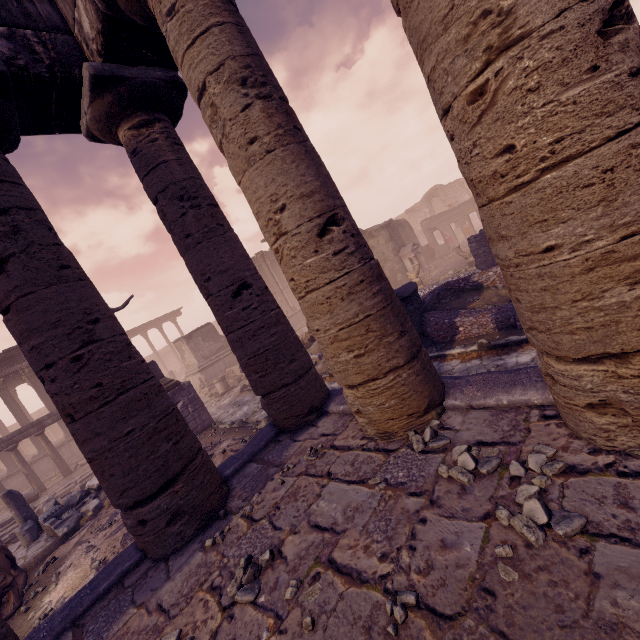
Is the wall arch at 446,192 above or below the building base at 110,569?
above

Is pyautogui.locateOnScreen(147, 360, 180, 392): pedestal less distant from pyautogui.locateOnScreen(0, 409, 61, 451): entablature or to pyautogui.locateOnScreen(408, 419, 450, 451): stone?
pyautogui.locateOnScreen(0, 409, 61, 451): entablature

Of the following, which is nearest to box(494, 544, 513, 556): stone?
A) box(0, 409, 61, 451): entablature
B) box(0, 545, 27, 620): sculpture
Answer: box(0, 545, 27, 620): sculpture

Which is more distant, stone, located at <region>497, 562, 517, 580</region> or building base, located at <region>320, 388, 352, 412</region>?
building base, located at <region>320, 388, 352, 412</region>

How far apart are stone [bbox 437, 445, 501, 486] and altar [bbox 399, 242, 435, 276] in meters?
17.7 m

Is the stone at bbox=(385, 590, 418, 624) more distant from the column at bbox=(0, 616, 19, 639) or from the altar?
the altar

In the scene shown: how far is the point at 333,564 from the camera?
2.34m

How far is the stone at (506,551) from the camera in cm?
180
